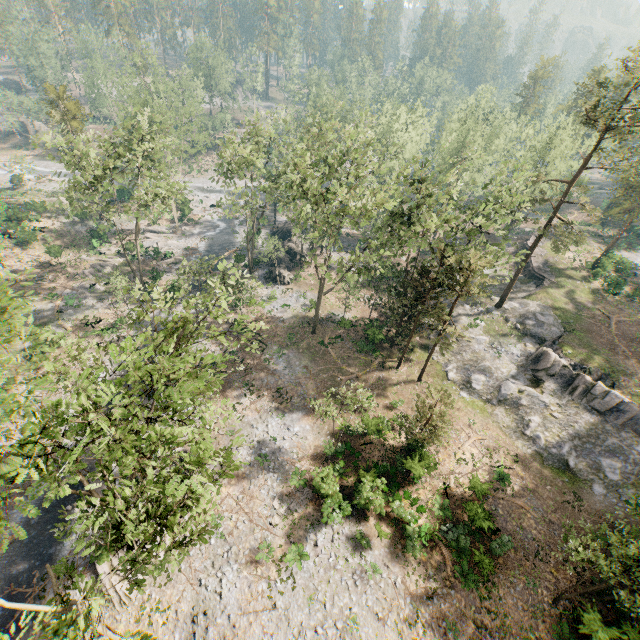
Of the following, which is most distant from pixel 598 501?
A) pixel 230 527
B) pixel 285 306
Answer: pixel 285 306

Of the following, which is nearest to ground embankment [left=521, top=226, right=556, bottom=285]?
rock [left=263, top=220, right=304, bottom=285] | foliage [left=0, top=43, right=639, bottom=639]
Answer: foliage [left=0, top=43, right=639, bottom=639]

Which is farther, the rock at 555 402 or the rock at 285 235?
the rock at 285 235

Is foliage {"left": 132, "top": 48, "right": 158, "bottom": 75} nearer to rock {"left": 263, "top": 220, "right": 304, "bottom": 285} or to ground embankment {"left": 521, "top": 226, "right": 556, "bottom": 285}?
rock {"left": 263, "top": 220, "right": 304, "bottom": 285}

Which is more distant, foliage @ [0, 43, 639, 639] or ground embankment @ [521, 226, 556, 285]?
ground embankment @ [521, 226, 556, 285]

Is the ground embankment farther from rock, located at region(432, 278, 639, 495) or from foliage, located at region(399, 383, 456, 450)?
foliage, located at region(399, 383, 456, 450)

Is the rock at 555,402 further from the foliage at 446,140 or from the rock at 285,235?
the rock at 285,235

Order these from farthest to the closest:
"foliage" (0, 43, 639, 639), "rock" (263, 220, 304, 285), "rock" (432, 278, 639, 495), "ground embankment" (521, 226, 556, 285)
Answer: "rock" (263, 220, 304, 285) < "ground embankment" (521, 226, 556, 285) < "rock" (432, 278, 639, 495) < "foliage" (0, 43, 639, 639)
